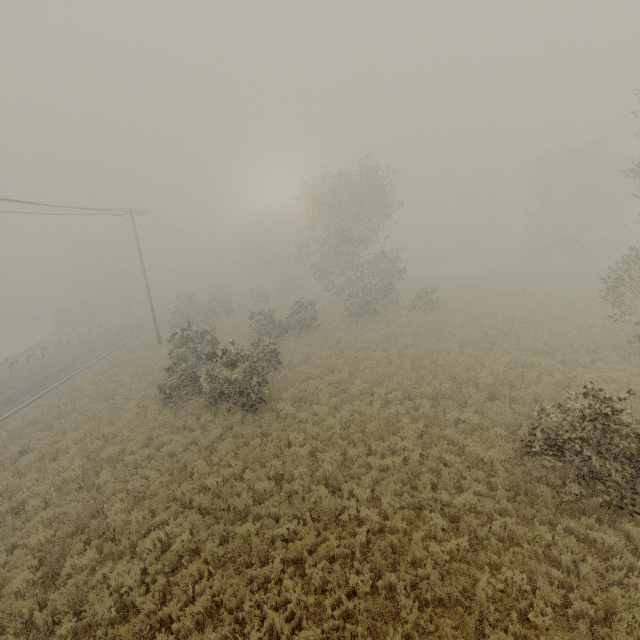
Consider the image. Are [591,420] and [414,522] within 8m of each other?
yes
